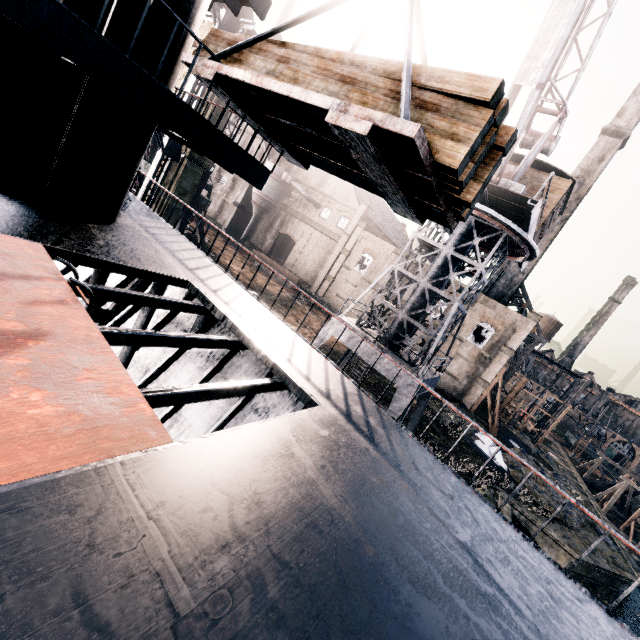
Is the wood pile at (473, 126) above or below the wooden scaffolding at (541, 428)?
above

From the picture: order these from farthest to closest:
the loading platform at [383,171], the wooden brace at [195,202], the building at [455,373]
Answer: the building at [455,373] < the wooden brace at [195,202] < the loading platform at [383,171]

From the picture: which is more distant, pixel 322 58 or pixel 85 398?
pixel 322 58

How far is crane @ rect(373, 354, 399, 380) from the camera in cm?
1619

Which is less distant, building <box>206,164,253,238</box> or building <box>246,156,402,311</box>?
building <box>246,156,402,311</box>

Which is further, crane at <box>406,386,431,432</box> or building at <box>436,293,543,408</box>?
building at <box>436,293,543,408</box>

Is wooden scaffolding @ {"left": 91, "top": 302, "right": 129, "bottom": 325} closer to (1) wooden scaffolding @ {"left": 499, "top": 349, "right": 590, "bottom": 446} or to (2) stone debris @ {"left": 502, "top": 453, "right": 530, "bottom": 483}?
(2) stone debris @ {"left": 502, "top": 453, "right": 530, "bottom": 483}

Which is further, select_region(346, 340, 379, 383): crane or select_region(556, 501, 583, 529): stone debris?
select_region(556, 501, 583, 529): stone debris
